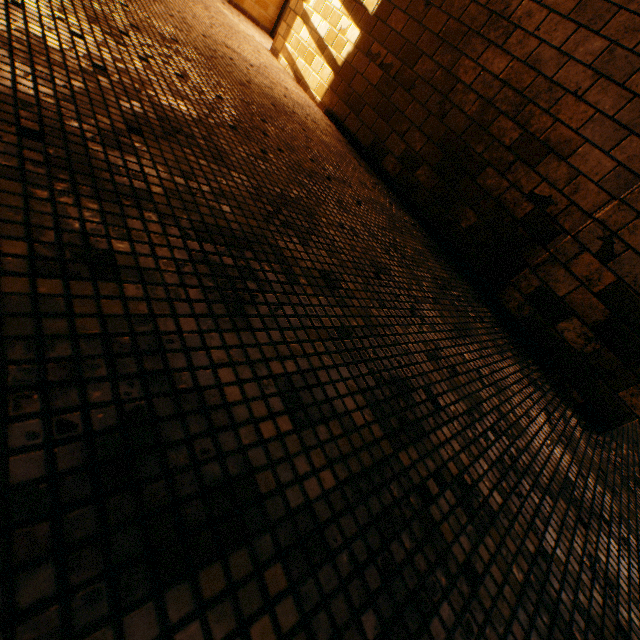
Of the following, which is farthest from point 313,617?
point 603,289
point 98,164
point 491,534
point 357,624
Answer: point 603,289
